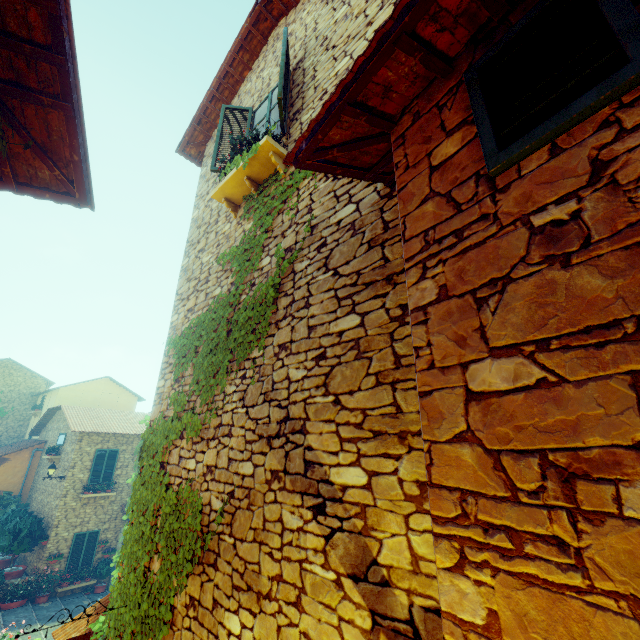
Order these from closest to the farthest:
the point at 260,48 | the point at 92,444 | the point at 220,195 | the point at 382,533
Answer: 1. the point at 382,533
2. the point at 220,195
3. the point at 260,48
4. the point at 92,444

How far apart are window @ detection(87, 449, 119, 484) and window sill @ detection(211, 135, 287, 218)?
17.49m

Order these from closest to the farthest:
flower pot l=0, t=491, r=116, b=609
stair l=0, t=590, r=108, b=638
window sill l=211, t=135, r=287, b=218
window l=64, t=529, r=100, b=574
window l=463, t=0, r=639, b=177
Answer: window l=463, t=0, r=639, b=177 < window sill l=211, t=135, r=287, b=218 < stair l=0, t=590, r=108, b=638 < flower pot l=0, t=491, r=116, b=609 < window l=64, t=529, r=100, b=574

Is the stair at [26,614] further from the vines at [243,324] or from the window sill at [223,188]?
the window sill at [223,188]

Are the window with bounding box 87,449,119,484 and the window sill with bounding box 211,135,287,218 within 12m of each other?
no

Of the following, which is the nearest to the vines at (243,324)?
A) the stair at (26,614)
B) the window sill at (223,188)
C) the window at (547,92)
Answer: the stair at (26,614)

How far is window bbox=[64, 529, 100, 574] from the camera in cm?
1506

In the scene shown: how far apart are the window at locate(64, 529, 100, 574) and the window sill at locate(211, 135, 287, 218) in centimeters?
1868cm
